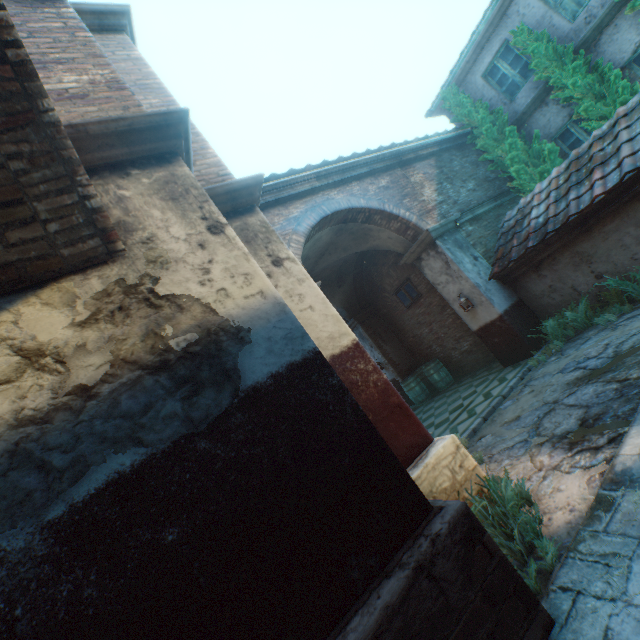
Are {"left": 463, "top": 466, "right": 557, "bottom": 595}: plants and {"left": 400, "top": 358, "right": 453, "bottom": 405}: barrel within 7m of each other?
no

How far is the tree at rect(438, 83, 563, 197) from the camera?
9.2 meters

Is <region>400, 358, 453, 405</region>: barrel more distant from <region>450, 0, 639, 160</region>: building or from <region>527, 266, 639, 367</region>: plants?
<region>450, 0, 639, 160</region>: building

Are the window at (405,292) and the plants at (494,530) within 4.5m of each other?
no

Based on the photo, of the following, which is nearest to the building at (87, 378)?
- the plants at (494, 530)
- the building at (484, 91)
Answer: the plants at (494, 530)

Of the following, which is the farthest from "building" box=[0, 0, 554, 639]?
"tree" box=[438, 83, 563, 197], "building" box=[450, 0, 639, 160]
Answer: "building" box=[450, 0, 639, 160]

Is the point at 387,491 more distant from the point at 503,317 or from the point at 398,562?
the point at 503,317

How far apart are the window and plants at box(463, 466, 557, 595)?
7.9 meters
